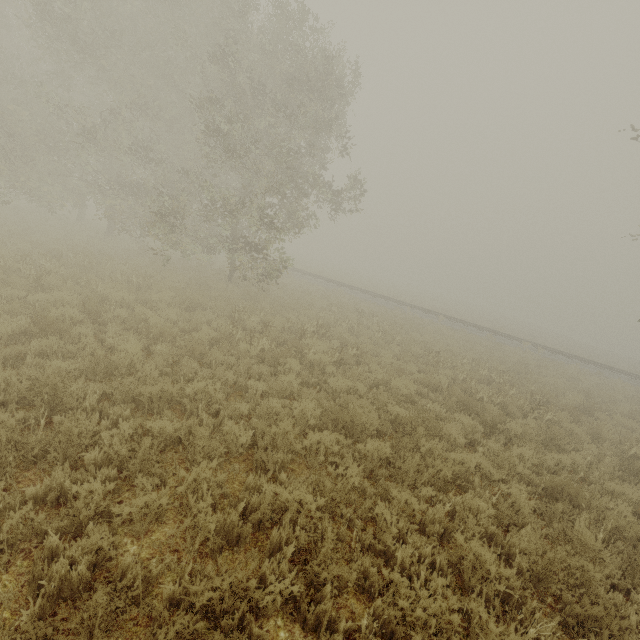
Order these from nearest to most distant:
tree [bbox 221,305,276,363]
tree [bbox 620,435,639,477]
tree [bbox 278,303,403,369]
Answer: tree [bbox 620,435,639,477] → tree [bbox 221,305,276,363] → tree [bbox 278,303,403,369]

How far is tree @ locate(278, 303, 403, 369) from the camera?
9.1 meters

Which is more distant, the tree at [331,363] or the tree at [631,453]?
the tree at [331,363]

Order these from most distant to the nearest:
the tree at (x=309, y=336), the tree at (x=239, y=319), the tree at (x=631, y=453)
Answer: the tree at (x=309, y=336), the tree at (x=239, y=319), the tree at (x=631, y=453)

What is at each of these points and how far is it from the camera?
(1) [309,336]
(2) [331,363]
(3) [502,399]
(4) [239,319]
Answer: (1) tree, 10.51m
(2) tree, 8.98m
(3) tree, 10.03m
(4) tree, 10.95m

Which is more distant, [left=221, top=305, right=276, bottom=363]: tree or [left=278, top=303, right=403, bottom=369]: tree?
[left=278, top=303, right=403, bottom=369]: tree
